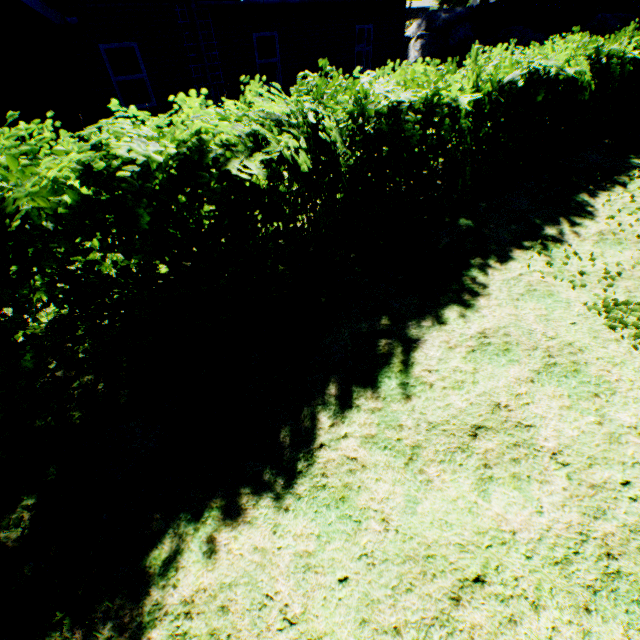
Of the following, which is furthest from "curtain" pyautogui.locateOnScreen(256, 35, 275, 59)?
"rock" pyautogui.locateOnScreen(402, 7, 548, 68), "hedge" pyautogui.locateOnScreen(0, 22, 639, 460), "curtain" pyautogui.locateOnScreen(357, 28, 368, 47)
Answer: "rock" pyautogui.locateOnScreen(402, 7, 548, 68)

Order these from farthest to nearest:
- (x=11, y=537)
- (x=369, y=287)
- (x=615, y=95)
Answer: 1. (x=615, y=95)
2. (x=369, y=287)
3. (x=11, y=537)

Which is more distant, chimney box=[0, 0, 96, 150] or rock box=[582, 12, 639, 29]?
rock box=[582, 12, 639, 29]

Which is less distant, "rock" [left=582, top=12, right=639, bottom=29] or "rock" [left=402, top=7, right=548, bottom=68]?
"rock" [left=582, top=12, right=639, bottom=29]

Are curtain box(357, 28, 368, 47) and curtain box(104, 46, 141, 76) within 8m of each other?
no

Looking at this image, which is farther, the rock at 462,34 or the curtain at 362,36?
the rock at 462,34

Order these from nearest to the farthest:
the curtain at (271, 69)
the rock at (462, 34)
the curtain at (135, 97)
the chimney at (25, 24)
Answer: the chimney at (25, 24), the curtain at (135, 97), the curtain at (271, 69), the rock at (462, 34)

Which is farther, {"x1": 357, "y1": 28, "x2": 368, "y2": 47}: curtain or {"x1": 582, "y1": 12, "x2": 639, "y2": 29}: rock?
{"x1": 582, "y1": 12, "x2": 639, "y2": 29}: rock
